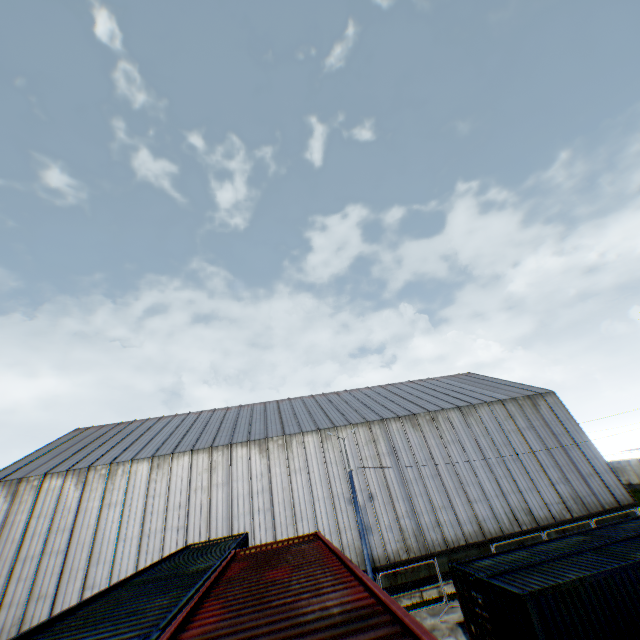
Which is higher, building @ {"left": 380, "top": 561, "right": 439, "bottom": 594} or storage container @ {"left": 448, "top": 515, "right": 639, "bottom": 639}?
storage container @ {"left": 448, "top": 515, "right": 639, "bottom": 639}

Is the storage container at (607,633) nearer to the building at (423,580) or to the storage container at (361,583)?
the storage container at (361,583)

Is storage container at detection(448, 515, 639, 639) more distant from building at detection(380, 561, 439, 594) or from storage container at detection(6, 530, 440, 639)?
building at detection(380, 561, 439, 594)

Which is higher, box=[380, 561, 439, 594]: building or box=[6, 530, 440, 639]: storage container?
box=[6, 530, 440, 639]: storage container

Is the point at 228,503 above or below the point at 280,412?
below

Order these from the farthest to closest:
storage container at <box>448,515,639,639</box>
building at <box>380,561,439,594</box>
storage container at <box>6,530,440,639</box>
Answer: building at <box>380,561,439,594</box>, storage container at <box>448,515,639,639</box>, storage container at <box>6,530,440,639</box>

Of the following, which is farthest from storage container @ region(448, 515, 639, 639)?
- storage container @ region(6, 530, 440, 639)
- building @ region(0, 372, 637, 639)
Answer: building @ region(0, 372, 637, 639)
